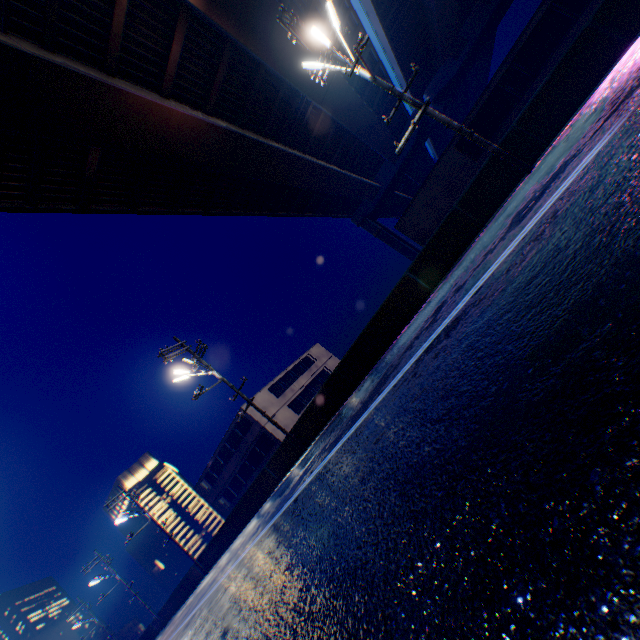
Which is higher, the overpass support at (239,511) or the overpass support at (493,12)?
the overpass support at (493,12)

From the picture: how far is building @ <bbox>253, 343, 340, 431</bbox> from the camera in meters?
34.6 m

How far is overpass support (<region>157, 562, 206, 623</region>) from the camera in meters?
25.4

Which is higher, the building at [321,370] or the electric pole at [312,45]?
the electric pole at [312,45]

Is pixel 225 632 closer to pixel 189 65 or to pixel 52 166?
pixel 52 166

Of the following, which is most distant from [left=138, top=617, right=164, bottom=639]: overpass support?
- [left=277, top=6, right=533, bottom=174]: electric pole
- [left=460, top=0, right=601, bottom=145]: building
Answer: [left=460, top=0, right=601, bottom=145]: building

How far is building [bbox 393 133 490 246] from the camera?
19.7m
